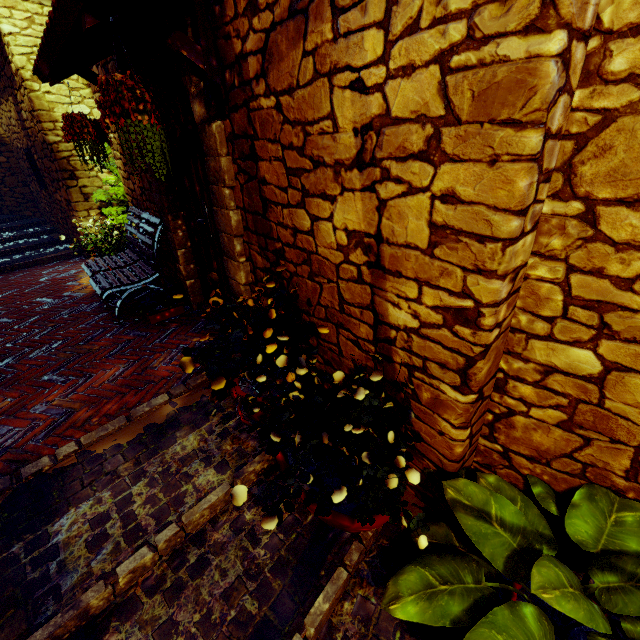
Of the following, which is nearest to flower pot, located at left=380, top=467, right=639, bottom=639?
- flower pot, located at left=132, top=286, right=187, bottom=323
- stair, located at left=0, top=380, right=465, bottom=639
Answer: stair, located at left=0, top=380, right=465, bottom=639

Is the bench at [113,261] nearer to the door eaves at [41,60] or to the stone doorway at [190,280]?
the stone doorway at [190,280]

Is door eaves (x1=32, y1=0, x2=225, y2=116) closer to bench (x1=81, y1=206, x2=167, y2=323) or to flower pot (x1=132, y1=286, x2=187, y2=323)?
bench (x1=81, y1=206, x2=167, y2=323)

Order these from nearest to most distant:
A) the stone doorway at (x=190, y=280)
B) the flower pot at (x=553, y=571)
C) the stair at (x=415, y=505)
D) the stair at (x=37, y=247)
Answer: the flower pot at (x=553, y=571)
the stair at (x=415, y=505)
the stone doorway at (x=190, y=280)
the stair at (x=37, y=247)

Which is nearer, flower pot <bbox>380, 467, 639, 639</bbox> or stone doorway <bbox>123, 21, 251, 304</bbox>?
flower pot <bbox>380, 467, 639, 639</bbox>

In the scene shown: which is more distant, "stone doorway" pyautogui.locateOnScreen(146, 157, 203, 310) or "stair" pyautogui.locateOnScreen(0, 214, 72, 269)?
"stair" pyautogui.locateOnScreen(0, 214, 72, 269)

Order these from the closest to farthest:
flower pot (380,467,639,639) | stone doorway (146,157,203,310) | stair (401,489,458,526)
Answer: flower pot (380,467,639,639) < stair (401,489,458,526) < stone doorway (146,157,203,310)

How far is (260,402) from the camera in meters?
2.1
